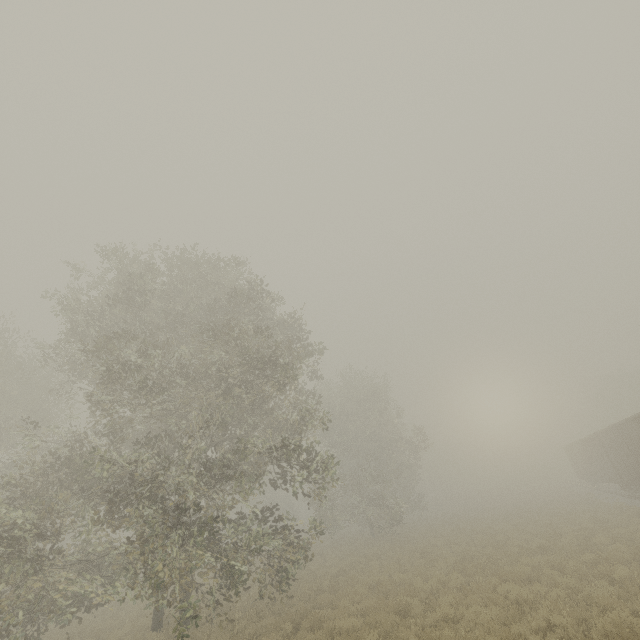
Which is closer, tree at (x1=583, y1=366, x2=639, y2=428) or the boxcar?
the boxcar

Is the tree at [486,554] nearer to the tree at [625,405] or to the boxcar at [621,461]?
the tree at [625,405]

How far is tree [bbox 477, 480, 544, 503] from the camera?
49.78m

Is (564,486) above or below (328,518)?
Answer: below

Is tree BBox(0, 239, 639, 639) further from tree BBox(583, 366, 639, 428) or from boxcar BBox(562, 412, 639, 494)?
boxcar BBox(562, 412, 639, 494)

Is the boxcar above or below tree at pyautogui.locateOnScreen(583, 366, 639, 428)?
below

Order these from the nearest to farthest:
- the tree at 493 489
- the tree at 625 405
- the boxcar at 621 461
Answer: the boxcar at 621 461, the tree at 625 405, the tree at 493 489
